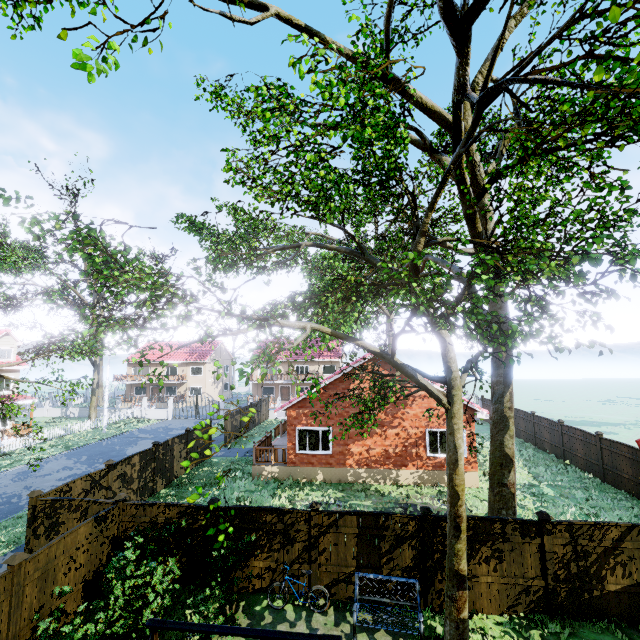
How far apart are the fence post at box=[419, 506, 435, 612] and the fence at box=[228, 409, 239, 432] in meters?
19.0

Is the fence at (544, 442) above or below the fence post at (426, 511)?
below

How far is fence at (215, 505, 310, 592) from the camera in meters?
9.0

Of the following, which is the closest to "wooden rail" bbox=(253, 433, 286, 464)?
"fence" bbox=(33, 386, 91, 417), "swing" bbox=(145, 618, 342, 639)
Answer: "fence" bbox=(33, 386, 91, 417)

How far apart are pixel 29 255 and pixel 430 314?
32.9 meters

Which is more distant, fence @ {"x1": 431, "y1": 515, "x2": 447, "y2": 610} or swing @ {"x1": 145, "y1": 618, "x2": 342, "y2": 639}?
fence @ {"x1": 431, "y1": 515, "x2": 447, "y2": 610}

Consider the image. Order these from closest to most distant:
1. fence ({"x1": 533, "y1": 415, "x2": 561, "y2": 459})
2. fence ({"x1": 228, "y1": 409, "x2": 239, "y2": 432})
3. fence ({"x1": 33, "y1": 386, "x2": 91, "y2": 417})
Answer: fence ({"x1": 533, "y1": 415, "x2": 561, "y2": 459}), fence ({"x1": 228, "y1": 409, "x2": 239, "y2": 432}), fence ({"x1": 33, "y1": 386, "x2": 91, "y2": 417})

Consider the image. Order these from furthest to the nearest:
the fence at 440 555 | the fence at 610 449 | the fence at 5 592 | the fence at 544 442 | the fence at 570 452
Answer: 1. the fence at 544 442
2. the fence at 570 452
3. the fence at 610 449
4. the fence at 440 555
5. the fence at 5 592
